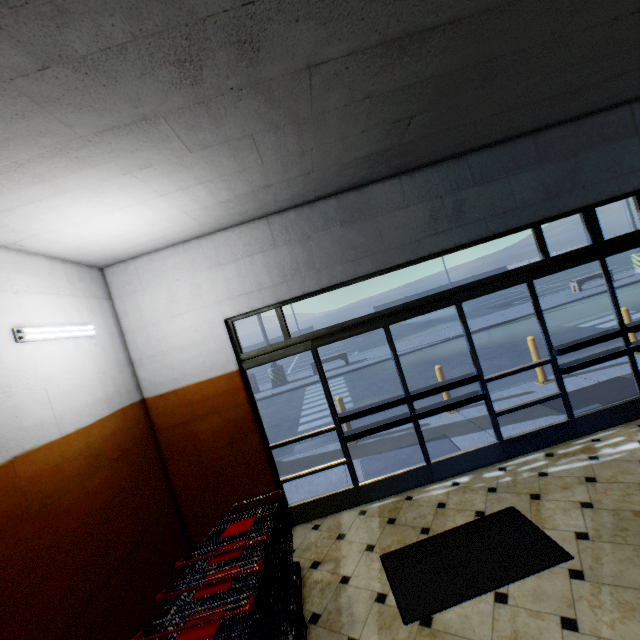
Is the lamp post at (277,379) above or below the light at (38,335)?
below

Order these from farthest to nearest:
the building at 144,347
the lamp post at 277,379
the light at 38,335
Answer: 1. the lamp post at 277,379
2. the light at 38,335
3. the building at 144,347

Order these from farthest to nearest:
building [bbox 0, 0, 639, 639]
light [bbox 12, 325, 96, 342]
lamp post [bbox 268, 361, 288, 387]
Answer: lamp post [bbox 268, 361, 288, 387], light [bbox 12, 325, 96, 342], building [bbox 0, 0, 639, 639]

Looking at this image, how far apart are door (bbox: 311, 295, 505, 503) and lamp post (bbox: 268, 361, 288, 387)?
10.90m

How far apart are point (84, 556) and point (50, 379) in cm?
154

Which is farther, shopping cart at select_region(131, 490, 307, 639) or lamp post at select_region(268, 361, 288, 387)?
lamp post at select_region(268, 361, 288, 387)

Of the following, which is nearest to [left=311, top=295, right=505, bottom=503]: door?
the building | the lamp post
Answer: the building

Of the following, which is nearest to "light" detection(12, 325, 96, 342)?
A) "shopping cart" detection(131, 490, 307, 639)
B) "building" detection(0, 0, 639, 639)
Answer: "building" detection(0, 0, 639, 639)
